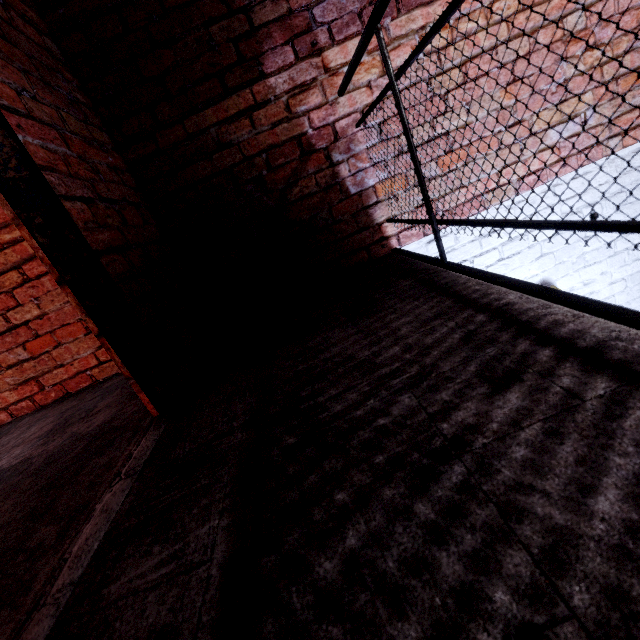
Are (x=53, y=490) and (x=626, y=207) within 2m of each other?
no
